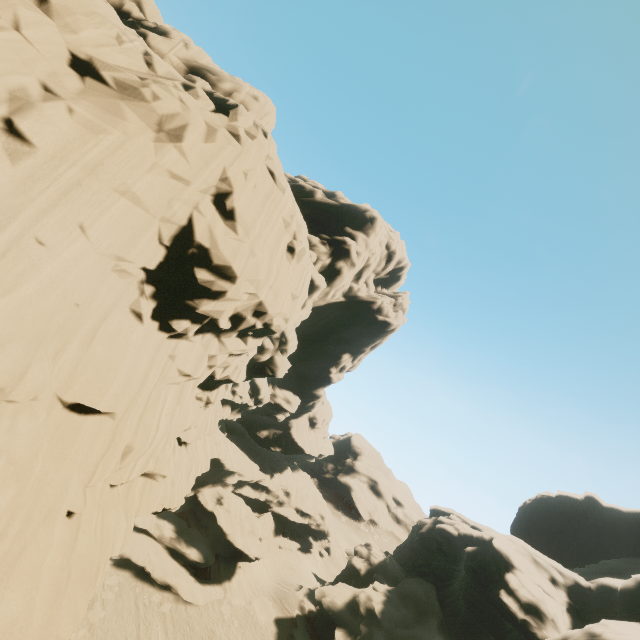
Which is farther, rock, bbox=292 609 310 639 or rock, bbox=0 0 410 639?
rock, bbox=292 609 310 639

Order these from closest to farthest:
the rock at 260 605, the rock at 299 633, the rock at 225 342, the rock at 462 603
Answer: the rock at 225 342 < the rock at 462 603 < the rock at 299 633 < the rock at 260 605

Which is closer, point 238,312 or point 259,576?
point 238,312

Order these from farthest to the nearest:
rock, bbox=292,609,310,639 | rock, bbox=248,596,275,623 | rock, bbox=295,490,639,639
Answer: rock, bbox=248,596,275,623, rock, bbox=292,609,310,639, rock, bbox=295,490,639,639

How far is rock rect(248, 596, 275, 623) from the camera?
30.8m

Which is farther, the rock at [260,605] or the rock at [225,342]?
the rock at [260,605]
